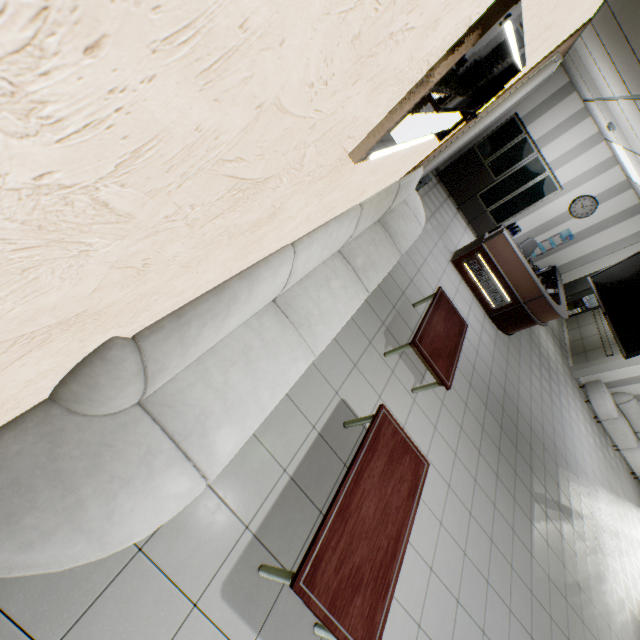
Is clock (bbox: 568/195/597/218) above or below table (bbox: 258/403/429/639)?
above

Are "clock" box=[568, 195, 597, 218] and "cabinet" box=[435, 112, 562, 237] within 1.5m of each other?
yes

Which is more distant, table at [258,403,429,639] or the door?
the door

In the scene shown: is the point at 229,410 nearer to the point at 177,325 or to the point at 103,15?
the point at 177,325

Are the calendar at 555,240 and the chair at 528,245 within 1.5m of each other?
yes

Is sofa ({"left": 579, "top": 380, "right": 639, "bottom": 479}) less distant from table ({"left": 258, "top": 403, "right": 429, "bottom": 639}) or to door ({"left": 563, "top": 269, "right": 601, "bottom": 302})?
door ({"left": 563, "top": 269, "right": 601, "bottom": 302})

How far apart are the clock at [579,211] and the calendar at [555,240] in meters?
0.3 m

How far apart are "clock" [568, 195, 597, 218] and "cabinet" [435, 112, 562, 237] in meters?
0.5 m
